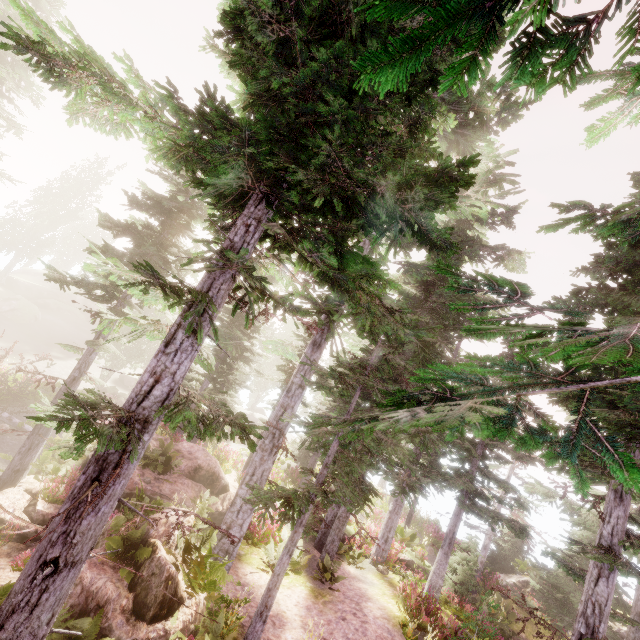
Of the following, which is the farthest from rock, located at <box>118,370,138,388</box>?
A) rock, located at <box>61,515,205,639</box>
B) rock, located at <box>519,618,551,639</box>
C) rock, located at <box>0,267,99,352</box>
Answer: rock, located at <box>519,618,551,639</box>

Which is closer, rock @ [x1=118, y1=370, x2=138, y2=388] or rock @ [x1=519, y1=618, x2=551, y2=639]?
rock @ [x1=519, y1=618, x2=551, y2=639]

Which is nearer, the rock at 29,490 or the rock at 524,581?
the rock at 29,490

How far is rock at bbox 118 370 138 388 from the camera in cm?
3612

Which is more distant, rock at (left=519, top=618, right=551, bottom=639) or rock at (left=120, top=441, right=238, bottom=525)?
rock at (left=519, top=618, right=551, bottom=639)

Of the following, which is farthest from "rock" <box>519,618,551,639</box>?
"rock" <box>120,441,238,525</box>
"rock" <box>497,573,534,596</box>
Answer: "rock" <box>120,441,238,525</box>

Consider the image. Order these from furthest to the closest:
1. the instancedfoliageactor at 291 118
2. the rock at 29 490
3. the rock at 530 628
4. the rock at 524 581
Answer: the rock at 524 581 → the rock at 530 628 → the rock at 29 490 → the instancedfoliageactor at 291 118

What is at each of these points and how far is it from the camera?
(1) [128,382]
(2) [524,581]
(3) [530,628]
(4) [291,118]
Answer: (1) rock, 36.3 meters
(2) rock, 19.1 meters
(3) rock, 16.3 meters
(4) instancedfoliageactor, 3.6 meters
